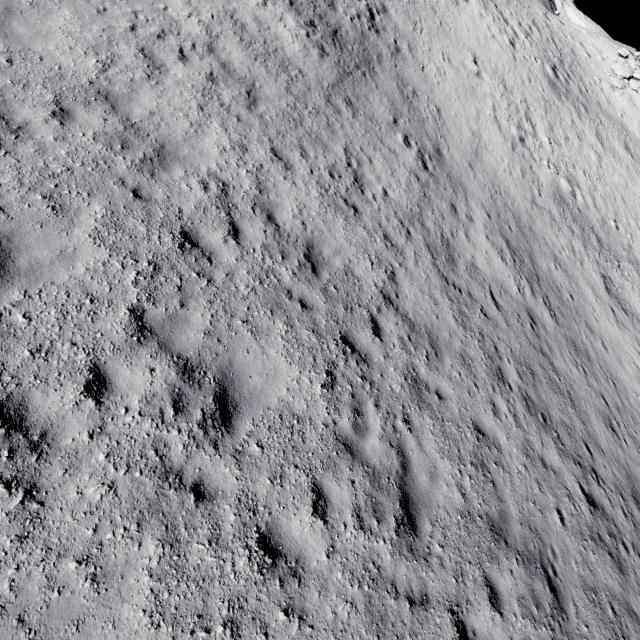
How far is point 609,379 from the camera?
12.7 meters
